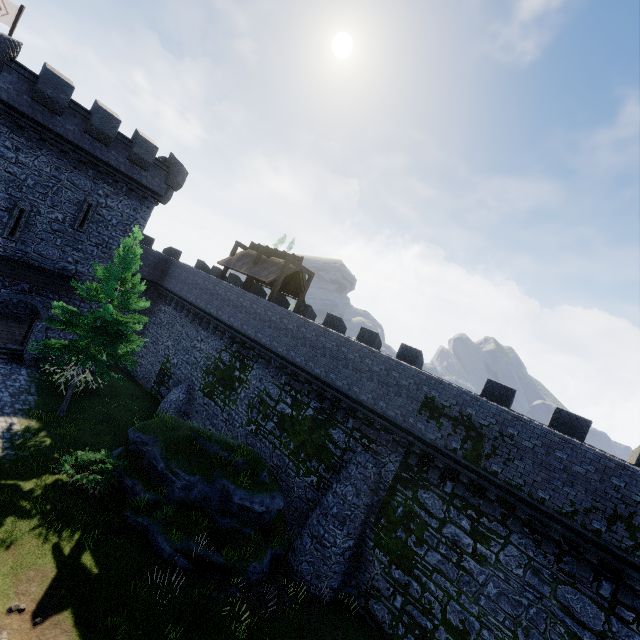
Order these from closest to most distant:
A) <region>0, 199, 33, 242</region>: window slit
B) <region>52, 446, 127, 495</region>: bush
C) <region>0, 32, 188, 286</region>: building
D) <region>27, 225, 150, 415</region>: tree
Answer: <region>52, 446, 127, 495</region>: bush < <region>27, 225, 150, 415</region>: tree < <region>0, 32, 188, 286</region>: building < <region>0, 199, 33, 242</region>: window slit

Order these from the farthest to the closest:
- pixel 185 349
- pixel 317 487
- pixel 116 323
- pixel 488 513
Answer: pixel 185 349 → pixel 116 323 → pixel 317 487 → pixel 488 513

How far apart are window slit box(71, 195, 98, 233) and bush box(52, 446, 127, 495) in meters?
14.5 m

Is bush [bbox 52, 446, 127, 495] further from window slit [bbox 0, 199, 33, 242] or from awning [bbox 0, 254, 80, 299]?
window slit [bbox 0, 199, 33, 242]

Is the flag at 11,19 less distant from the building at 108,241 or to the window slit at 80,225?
the building at 108,241

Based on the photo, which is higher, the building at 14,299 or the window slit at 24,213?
the window slit at 24,213

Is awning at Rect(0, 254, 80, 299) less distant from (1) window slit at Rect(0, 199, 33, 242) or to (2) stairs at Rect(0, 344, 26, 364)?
(1) window slit at Rect(0, 199, 33, 242)

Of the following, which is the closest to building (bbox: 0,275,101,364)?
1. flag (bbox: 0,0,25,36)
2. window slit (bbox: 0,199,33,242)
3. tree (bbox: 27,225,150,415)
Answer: window slit (bbox: 0,199,33,242)
